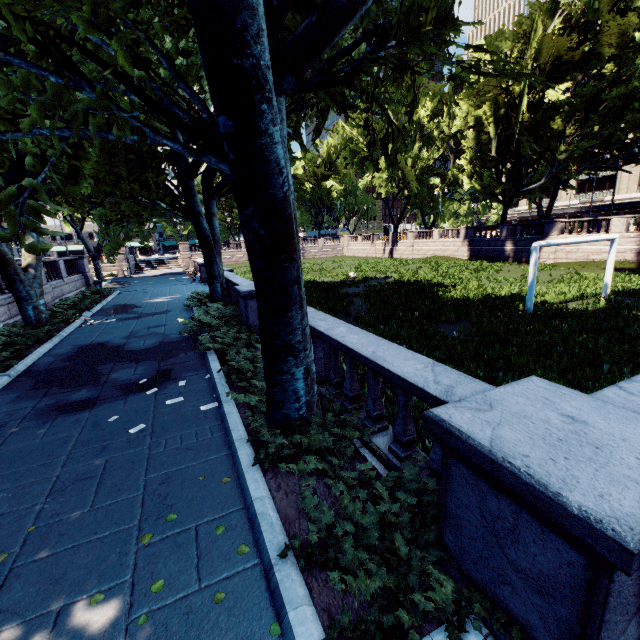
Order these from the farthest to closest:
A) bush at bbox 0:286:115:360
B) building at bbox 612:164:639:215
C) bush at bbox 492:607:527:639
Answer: building at bbox 612:164:639:215
bush at bbox 0:286:115:360
bush at bbox 492:607:527:639

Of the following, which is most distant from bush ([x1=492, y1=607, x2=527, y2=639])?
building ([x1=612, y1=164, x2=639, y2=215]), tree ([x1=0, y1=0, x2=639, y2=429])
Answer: building ([x1=612, y1=164, x2=639, y2=215])

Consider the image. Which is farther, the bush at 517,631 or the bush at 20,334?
the bush at 20,334

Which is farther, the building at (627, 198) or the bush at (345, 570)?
the building at (627, 198)

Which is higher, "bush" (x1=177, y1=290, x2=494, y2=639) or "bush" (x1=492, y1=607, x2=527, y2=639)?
"bush" (x1=492, y1=607, x2=527, y2=639)

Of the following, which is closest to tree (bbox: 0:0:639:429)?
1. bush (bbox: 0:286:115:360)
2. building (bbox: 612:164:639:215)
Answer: bush (bbox: 0:286:115:360)

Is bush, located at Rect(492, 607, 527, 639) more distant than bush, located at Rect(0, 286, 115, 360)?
No

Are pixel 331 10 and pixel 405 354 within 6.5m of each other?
yes
